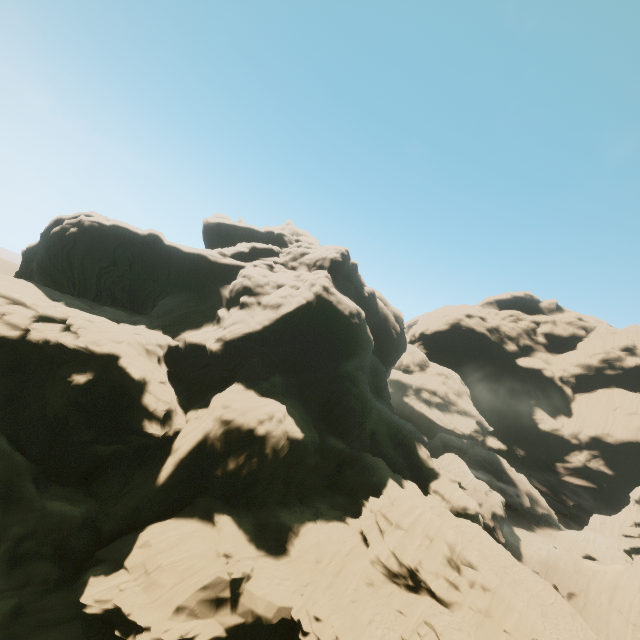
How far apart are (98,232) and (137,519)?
38.0m
